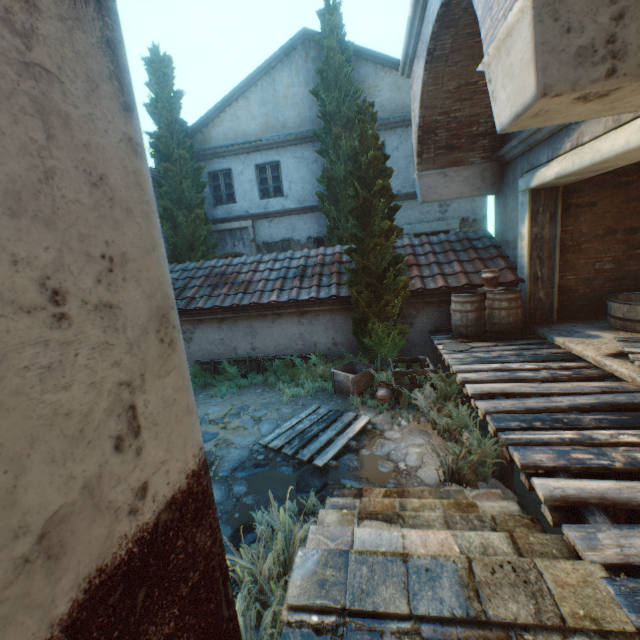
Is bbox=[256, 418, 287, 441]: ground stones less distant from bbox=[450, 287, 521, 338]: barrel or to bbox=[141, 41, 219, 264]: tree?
bbox=[141, 41, 219, 264]: tree

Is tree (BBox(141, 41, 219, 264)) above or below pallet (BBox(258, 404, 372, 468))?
above

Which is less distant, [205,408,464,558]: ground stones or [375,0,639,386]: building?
[375,0,639,386]: building

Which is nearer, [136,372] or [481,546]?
[136,372]

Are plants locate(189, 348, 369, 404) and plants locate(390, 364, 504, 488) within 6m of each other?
yes

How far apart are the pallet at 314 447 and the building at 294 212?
7.72m

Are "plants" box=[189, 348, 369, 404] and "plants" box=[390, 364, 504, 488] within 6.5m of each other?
yes

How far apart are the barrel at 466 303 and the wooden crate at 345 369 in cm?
187
